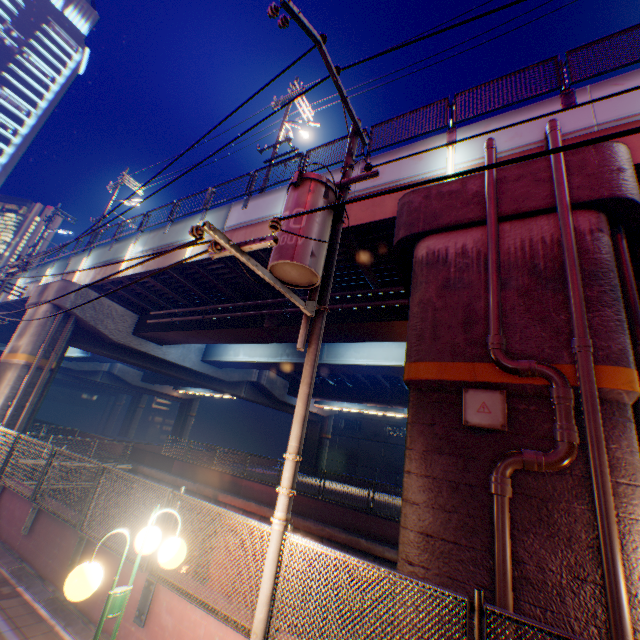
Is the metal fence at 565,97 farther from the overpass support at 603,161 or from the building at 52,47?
the building at 52,47

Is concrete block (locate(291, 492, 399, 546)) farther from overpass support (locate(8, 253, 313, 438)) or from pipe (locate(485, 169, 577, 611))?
pipe (locate(485, 169, 577, 611))

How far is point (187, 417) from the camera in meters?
53.0 m

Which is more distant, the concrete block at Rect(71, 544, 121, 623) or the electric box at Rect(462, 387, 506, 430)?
the concrete block at Rect(71, 544, 121, 623)

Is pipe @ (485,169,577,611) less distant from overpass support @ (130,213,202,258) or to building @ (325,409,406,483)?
overpass support @ (130,213,202,258)

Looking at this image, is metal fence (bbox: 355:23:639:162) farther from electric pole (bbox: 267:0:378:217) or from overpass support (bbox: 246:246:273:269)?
electric pole (bbox: 267:0:378:217)

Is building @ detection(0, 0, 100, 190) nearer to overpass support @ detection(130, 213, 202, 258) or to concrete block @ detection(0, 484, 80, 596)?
Answer: overpass support @ detection(130, 213, 202, 258)

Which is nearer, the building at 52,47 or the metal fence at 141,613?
the metal fence at 141,613
